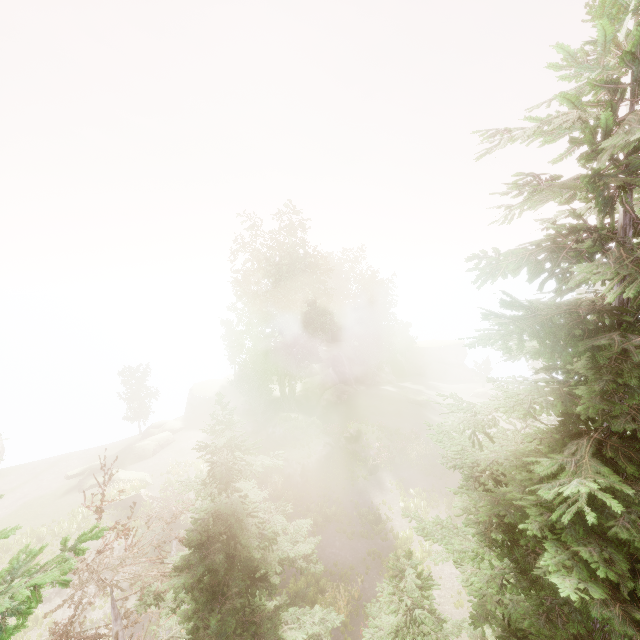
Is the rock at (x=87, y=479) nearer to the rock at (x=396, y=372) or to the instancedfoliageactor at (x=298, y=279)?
the instancedfoliageactor at (x=298, y=279)

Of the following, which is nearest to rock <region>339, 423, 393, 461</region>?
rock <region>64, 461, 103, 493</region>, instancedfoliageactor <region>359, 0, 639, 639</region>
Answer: instancedfoliageactor <region>359, 0, 639, 639</region>

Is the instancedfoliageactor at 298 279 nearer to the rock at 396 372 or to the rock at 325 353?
the rock at 325 353

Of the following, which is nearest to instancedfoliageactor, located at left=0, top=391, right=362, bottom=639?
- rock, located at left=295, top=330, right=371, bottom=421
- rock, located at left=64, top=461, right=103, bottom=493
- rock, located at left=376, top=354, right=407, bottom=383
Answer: rock, located at left=295, top=330, right=371, bottom=421

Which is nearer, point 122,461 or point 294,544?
point 294,544

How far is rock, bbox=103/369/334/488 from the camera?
27.9 meters

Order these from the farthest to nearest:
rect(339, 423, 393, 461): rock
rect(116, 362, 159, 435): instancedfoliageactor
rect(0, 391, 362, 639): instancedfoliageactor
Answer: rect(116, 362, 159, 435): instancedfoliageactor < rect(339, 423, 393, 461): rock < rect(0, 391, 362, 639): instancedfoliageactor

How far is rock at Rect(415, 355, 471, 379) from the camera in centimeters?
5822cm
